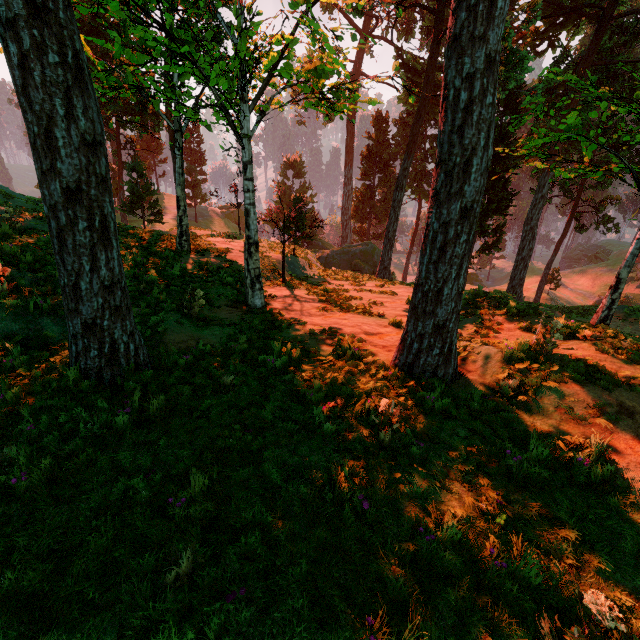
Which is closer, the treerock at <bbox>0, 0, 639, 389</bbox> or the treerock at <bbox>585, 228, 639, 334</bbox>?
the treerock at <bbox>0, 0, 639, 389</bbox>

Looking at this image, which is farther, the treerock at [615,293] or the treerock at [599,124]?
the treerock at [615,293]

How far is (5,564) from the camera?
3.0 meters
